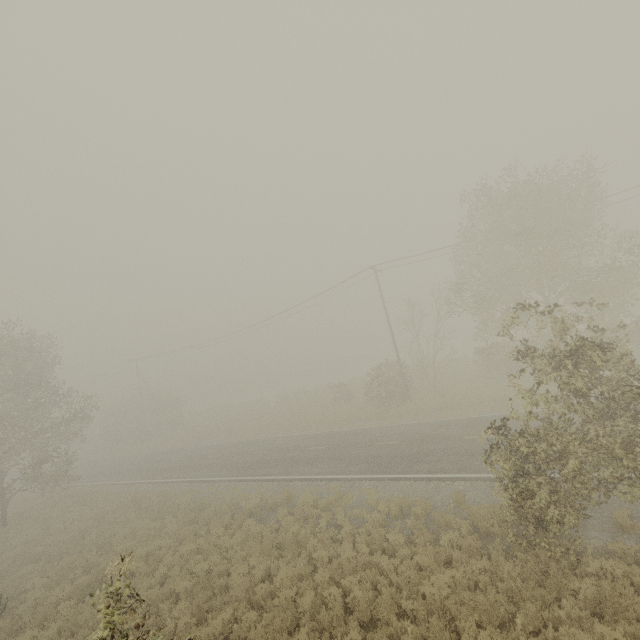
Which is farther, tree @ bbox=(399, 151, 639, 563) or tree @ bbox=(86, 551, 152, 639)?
tree @ bbox=(399, 151, 639, 563)

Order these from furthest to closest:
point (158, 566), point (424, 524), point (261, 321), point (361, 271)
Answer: point (261, 321) < point (361, 271) < point (158, 566) < point (424, 524)

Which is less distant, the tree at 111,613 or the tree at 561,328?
the tree at 111,613
